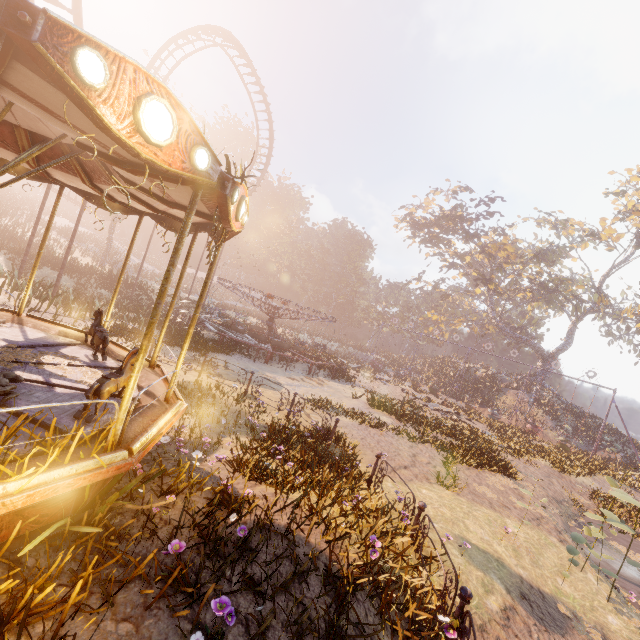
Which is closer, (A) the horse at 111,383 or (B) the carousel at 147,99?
(B) the carousel at 147,99

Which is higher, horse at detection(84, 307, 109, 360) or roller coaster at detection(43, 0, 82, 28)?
roller coaster at detection(43, 0, 82, 28)

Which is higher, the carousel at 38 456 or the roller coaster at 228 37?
the roller coaster at 228 37

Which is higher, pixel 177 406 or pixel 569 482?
pixel 177 406

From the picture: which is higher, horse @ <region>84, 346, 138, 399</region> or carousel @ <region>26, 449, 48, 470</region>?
horse @ <region>84, 346, 138, 399</region>

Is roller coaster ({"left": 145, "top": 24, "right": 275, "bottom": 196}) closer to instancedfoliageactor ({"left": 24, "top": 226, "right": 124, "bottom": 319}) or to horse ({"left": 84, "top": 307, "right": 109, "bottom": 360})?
instancedfoliageactor ({"left": 24, "top": 226, "right": 124, "bottom": 319})

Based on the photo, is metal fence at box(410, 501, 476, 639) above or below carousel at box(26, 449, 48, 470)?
below

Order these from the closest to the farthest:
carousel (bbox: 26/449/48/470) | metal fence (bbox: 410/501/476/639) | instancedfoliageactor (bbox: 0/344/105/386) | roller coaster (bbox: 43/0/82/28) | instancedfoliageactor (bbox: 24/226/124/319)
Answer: carousel (bbox: 26/449/48/470)
metal fence (bbox: 410/501/476/639)
instancedfoliageactor (bbox: 0/344/105/386)
roller coaster (bbox: 43/0/82/28)
instancedfoliageactor (bbox: 24/226/124/319)
